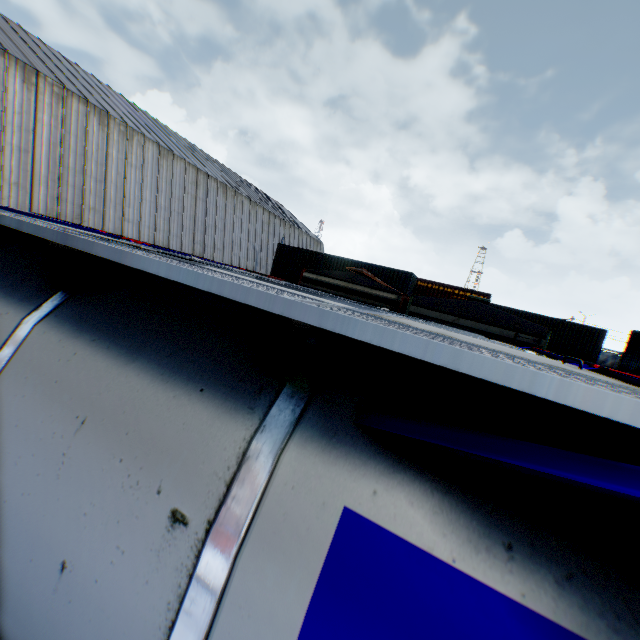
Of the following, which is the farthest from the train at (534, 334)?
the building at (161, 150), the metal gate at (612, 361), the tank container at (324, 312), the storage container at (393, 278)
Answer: the metal gate at (612, 361)

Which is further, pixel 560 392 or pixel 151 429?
pixel 151 429

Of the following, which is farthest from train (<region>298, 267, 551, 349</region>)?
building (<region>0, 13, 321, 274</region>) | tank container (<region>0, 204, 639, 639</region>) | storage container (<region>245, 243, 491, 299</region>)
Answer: building (<region>0, 13, 321, 274</region>)

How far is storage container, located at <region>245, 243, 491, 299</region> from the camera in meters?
24.4

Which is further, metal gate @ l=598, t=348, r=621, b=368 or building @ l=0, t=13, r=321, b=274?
metal gate @ l=598, t=348, r=621, b=368

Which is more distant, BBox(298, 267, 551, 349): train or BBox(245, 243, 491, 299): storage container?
BBox(245, 243, 491, 299): storage container

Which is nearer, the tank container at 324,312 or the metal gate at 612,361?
the tank container at 324,312

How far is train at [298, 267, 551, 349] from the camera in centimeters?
768cm
